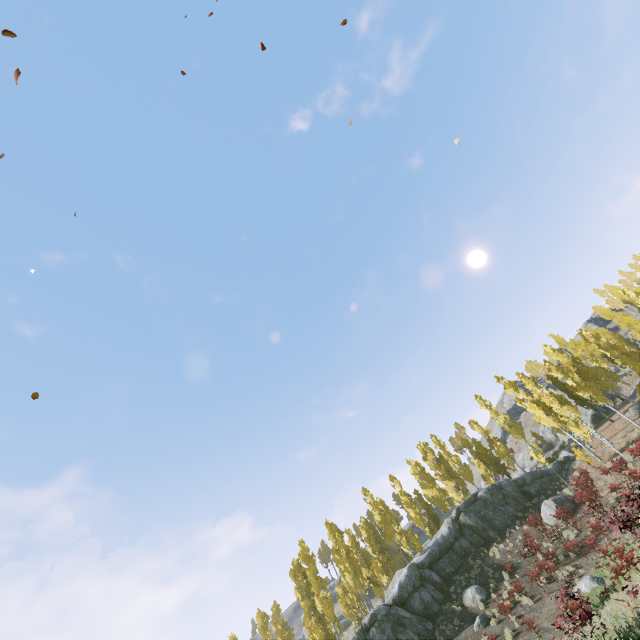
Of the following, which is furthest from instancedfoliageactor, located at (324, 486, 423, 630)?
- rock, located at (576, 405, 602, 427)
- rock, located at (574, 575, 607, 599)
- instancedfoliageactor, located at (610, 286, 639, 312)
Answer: rock, located at (574, 575, 607, 599)

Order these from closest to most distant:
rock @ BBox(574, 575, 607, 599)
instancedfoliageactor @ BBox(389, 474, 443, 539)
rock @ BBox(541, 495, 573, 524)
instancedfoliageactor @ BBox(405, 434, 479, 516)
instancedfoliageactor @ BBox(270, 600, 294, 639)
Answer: rock @ BBox(574, 575, 607, 599)
rock @ BBox(541, 495, 573, 524)
instancedfoliageactor @ BBox(270, 600, 294, 639)
instancedfoliageactor @ BBox(389, 474, 443, 539)
instancedfoliageactor @ BBox(405, 434, 479, 516)

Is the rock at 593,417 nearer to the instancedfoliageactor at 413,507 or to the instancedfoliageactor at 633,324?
the instancedfoliageactor at 413,507

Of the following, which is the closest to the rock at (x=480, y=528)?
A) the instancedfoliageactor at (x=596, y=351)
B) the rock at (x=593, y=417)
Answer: the instancedfoliageactor at (x=596, y=351)

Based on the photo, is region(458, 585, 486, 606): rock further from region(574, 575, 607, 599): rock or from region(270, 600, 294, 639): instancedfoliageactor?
region(574, 575, 607, 599): rock

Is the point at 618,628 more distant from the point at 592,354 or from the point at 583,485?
the point at 592,354

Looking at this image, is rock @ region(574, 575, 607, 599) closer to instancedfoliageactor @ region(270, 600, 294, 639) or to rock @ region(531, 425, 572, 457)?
instancedfoliageactor @ region(270, 600, 294, 639)
